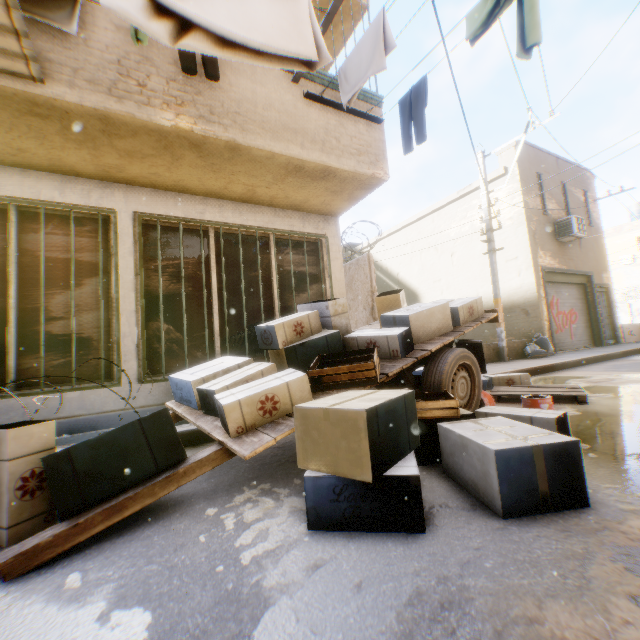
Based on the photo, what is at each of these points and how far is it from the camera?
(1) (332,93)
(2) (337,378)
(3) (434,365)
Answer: (1) building, 4.6 meters
(2) wooden box, 2.9 meters
(3) wheel, 3.7 meters

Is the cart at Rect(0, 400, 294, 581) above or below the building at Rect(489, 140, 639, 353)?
below

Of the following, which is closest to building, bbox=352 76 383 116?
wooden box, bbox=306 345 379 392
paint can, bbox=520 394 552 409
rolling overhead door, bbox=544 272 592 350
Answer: rolling overhead door, bbox=544 272 592 350

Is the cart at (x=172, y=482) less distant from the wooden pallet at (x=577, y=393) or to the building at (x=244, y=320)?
the building at (x=244, y=320)

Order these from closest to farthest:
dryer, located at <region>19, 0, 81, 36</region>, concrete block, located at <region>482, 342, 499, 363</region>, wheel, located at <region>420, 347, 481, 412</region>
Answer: Answer: dryer, located at <region>19, 0, 81, 36</region> → wheel, located at <region>420, 347, 481, 412</region> → concrete block, located at <region>482, 342, 499, 363</region>

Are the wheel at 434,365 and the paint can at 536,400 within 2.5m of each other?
yes

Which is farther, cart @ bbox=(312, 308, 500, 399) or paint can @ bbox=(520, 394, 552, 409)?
paint can @ bbox=(520, 394, 552, 409)

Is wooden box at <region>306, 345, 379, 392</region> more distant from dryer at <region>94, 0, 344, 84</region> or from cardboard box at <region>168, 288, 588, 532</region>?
dryer at <region>94, 0, 344, 84</region>
